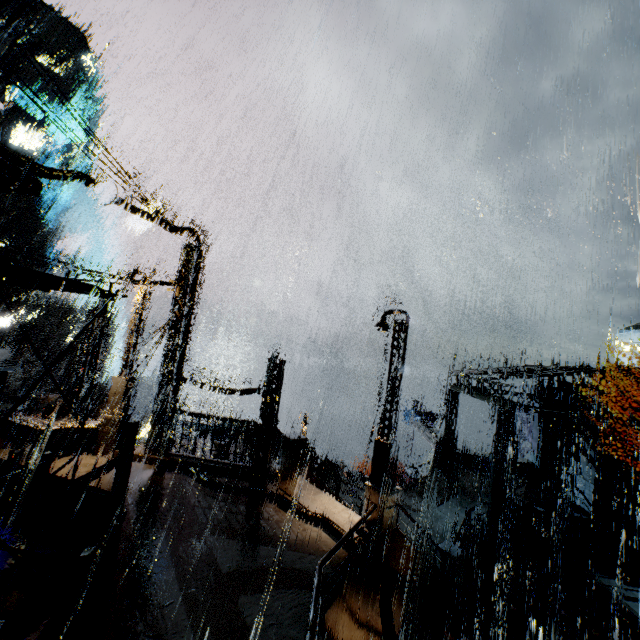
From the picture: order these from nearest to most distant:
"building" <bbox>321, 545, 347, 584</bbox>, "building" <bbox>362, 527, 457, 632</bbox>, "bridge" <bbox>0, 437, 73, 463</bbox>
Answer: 1. "building" <bbox>321, 545, 347, 584</bbox>
2. "building" <bbox>362, 527, 457, 632</bbox>
3. "bridge" <bbox>0, 437, 73, 463</bbox>

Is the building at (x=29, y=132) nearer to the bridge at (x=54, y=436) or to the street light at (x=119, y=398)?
the bridge at (x=54, y=436)

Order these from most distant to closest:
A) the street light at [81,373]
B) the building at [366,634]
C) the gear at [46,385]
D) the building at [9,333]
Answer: the gear at [46,385] → the building at [9,333] → the street light at [81,373] → the building at [366,634]

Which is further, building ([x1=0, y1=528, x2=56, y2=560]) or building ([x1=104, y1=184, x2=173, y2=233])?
building ([x1=104, y1=184, x2=173, y2=233])

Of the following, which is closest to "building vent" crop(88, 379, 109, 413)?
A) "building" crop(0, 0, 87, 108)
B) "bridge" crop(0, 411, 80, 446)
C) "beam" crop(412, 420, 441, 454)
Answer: "building" crop(0, 0, 87, 108)

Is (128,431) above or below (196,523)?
above

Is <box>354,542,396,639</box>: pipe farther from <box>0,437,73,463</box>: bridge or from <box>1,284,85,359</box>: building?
<box>0,437,73,463</box>: bridge
